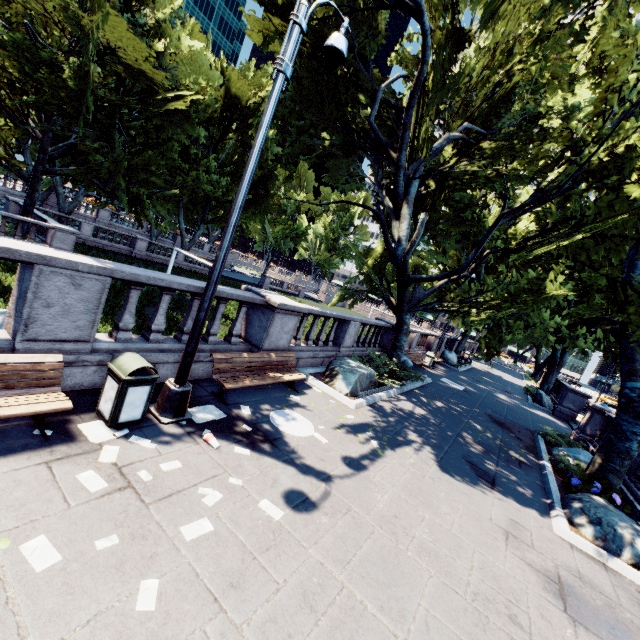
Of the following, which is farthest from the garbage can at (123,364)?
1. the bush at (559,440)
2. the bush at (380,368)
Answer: the bush at (559,440)

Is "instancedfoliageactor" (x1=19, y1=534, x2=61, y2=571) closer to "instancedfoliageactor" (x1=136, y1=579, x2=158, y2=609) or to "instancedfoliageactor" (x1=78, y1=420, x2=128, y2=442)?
"instancedfoliageactor" (x1=136, y1=579, x2=158, y2=609)

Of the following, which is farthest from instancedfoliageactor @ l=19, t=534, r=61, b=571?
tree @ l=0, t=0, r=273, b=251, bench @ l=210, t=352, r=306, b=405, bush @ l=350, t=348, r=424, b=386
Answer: bush @ l=350, t=348, r=424, b=386

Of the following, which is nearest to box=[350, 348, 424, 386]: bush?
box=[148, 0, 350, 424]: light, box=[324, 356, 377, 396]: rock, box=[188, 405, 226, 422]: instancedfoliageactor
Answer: box=[324, 356, 377, 396]: rock

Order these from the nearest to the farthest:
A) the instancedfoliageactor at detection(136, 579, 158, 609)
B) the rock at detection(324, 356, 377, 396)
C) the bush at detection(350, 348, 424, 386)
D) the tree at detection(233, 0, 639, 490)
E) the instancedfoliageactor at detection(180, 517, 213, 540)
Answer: the instancedfoliageactor at detection(136, 579, 158, 609)
the instancedfoliageactor at detection(180, 517, 213, 540)
the tree at detection(233, 0, 639, 490)
the rock at detection(324, 356, 377, 396)
the bush at detection(350, 348, 424, 386)

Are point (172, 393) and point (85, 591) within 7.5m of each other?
yes

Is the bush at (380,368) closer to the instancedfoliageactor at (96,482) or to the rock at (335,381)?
the rock at (335,381)
